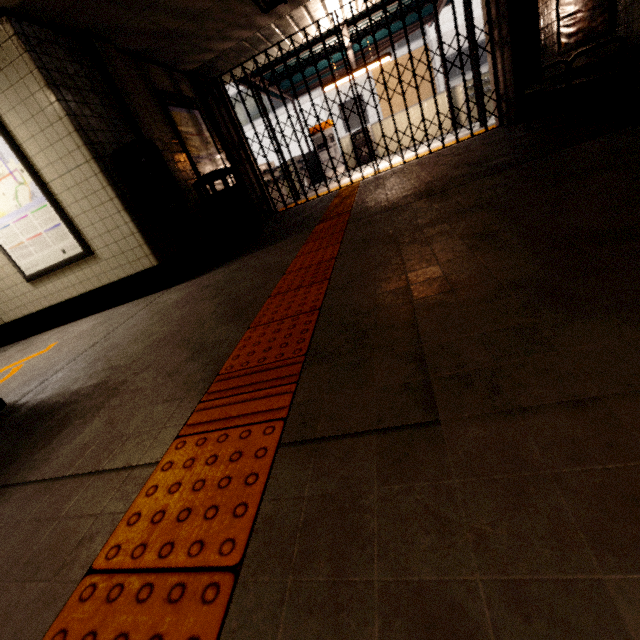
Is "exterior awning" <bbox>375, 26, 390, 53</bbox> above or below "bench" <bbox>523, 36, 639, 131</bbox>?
above

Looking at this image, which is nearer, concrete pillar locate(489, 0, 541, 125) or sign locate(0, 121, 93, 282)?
sign locate(0, 121, 93, 282)

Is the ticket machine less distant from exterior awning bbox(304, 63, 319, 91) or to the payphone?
exterior awning bbox(304, 63, 319, 91)

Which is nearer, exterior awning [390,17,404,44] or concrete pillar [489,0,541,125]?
concrete pillar [489,0,541,125]

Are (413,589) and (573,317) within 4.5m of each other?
yes

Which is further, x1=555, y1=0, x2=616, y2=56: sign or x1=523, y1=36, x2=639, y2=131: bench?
x1=555, y1=0, x2=616, y2=56: sign

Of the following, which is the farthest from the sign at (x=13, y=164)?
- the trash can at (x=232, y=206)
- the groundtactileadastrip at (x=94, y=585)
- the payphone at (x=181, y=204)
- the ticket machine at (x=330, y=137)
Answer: the ticket machine at (x=330, y=137)

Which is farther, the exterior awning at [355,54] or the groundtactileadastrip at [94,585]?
the exterior awning at [355,54]
